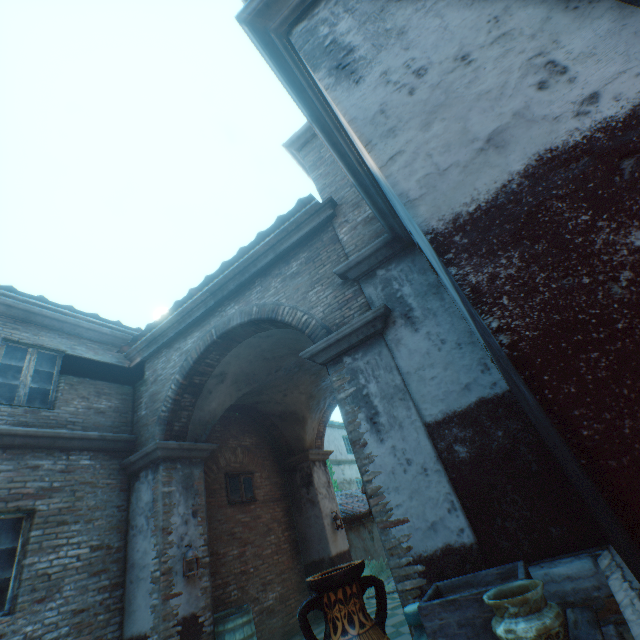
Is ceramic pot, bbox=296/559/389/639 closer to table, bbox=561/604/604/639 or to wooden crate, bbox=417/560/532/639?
table, bbox=561/604/604/639

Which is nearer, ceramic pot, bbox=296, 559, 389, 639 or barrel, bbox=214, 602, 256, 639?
ceramic pot, bbox=296, 559, 389, 639

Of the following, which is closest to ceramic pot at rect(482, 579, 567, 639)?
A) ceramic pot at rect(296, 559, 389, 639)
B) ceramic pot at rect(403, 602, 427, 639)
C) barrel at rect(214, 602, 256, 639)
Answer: ceramic pot at rect(296, 559, 389, 639)

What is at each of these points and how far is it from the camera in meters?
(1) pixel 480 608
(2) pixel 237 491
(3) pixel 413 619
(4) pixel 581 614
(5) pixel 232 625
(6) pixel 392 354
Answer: (1) wooden crate, 2.1 m
(2) window, 8.5 m
(3) ceramic pot, 2.9 m
(4) table, 2.3 m
(5) barrel, 5.4 m
(6) building, 4.3 m

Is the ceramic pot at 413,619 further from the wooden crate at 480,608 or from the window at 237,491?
the window at 237,491

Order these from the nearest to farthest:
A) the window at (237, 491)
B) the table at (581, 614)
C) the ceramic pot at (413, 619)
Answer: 1. the table at (581, 614)
2. the ceramic pot at (413, 619)
3. the window at (237, 491)

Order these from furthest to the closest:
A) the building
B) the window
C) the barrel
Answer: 1. the window
2. the barrel
3. the building

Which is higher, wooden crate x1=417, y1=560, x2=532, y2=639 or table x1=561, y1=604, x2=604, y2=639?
wooden crate x1=417, y1=560, x2=532, y2=639
